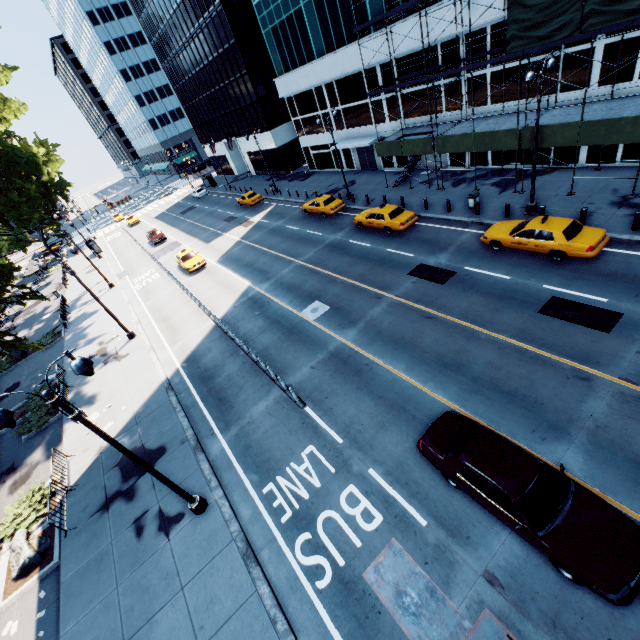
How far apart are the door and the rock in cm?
3747

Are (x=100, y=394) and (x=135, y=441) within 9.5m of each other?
yes

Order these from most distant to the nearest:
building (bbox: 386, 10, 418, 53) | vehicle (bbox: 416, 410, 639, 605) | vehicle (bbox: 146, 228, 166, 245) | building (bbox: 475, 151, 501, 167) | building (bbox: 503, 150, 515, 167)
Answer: vehicle (bbox: 146, 228, 166, 245) → building (bbox: 475, 151, 501, 167) → building (bbox: 503, 150, 515, 167) → building (bbox: 386, 10, 418, 53) → vehicle (bbox: 416, 410, 639, 605)

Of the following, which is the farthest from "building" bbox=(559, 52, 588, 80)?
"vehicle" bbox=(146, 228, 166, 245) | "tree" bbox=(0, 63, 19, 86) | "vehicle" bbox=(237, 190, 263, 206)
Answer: "tree" bbox=(0, 63, 19, 86)

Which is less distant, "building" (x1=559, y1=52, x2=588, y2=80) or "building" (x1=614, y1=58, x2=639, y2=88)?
"building" (x1=614, y1=58, x2=639, y2=88)

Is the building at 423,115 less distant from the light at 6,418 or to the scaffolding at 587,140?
the scaffolding at 587,140

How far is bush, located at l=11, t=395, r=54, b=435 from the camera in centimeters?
1886cm

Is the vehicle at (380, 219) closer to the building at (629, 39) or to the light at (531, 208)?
the light at (531, 208)
